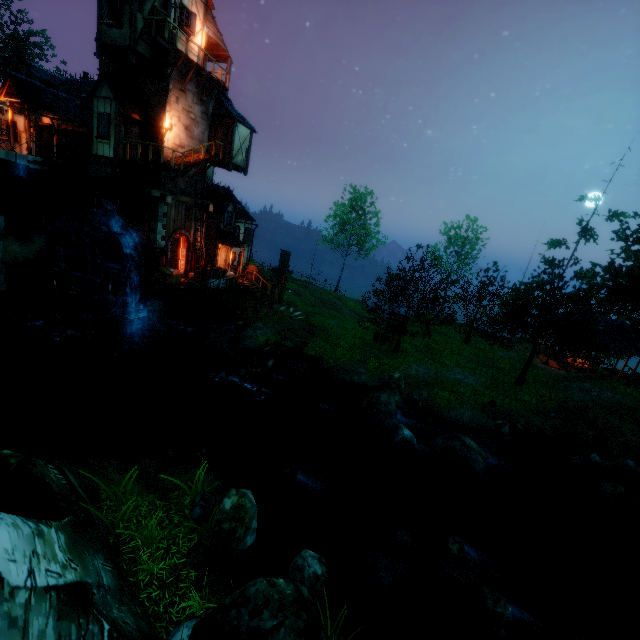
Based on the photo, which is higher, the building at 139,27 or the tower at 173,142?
the building at 139,27

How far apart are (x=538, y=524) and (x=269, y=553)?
11.4 meters

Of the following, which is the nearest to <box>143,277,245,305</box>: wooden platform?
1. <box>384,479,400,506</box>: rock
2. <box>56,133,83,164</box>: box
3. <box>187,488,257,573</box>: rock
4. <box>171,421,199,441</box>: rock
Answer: <box>171,421,199,441</box>: rock

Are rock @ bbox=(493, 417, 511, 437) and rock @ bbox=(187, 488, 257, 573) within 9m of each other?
no

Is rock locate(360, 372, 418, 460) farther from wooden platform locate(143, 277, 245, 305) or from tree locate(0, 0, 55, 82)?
wooden platform locate(143, 277, 245, 305)

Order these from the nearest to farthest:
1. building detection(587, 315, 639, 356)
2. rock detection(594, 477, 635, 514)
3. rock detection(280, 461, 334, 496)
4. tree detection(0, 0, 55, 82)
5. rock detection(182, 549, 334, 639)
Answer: rock detection(182, 549, 334, 639) → rock detection(280, 461, 334, 496) → rock detection(594, 477, 635, 514) → building detection(587, 315, 639, 356) → tree detection(0, 0, 55, 82)

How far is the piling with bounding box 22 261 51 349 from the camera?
17.6m

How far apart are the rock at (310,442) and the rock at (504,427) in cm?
960
